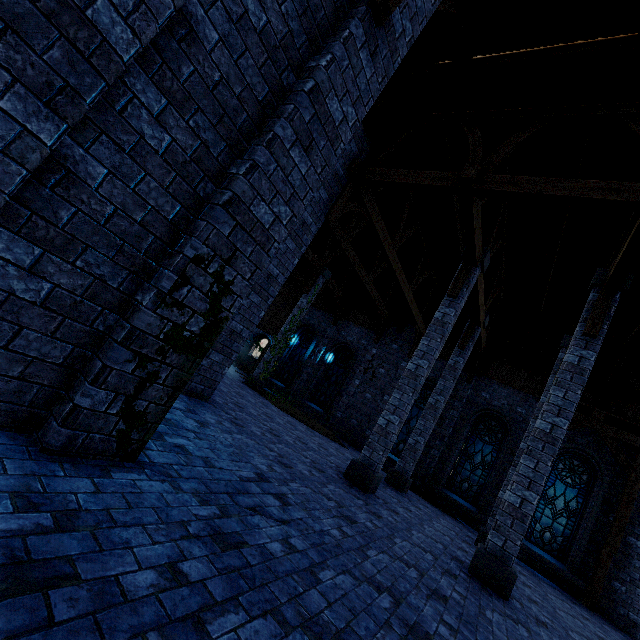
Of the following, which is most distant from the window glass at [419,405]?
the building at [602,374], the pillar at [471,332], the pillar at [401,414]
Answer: the pillar at [401,414]

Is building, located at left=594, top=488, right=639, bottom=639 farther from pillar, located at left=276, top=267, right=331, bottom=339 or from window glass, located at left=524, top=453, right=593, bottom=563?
window glass, located at left=524, top=453, right=593, bottom=563

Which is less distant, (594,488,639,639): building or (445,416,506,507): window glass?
(594,488,639,639): building

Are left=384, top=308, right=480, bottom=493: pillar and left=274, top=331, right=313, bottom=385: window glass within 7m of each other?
no

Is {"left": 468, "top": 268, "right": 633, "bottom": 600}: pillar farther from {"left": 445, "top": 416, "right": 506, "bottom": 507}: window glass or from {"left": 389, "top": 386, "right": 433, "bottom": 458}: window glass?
{"left": 389, "top": 386, "right": 433, "bottom": 458}: window glass

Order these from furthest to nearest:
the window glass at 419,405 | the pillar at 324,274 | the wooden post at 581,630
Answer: the pillar at 324,274 < the window glass at 419,405 < the wooden post at 581,630

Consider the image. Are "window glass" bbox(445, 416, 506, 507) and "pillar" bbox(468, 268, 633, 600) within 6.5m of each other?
no

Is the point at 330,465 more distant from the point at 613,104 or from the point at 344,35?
the point at 613,104
